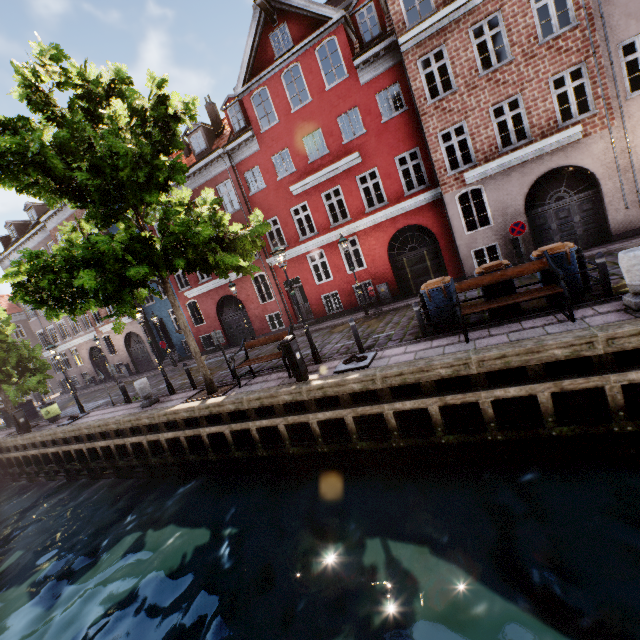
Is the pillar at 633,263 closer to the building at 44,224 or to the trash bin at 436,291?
the trash bin at 436,291

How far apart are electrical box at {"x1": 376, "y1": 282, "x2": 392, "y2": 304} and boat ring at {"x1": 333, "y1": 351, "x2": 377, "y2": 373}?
7.76m

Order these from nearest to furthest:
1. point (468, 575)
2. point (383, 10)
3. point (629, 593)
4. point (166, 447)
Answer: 1. point (629, 593)
2. point (468, 575)
3. point (166, 447)
4. point (383, 10)

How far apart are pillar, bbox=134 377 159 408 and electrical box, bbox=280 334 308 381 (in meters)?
7.21

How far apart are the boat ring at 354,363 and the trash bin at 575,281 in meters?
4.4

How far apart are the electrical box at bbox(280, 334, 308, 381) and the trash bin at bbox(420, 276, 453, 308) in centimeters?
367cm

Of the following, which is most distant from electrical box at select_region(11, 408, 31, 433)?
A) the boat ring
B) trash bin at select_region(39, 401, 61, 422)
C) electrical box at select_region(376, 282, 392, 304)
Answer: electrical box at select_region(376, 282, 392, 304)

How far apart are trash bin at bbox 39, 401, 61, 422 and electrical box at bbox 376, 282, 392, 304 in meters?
18.1
